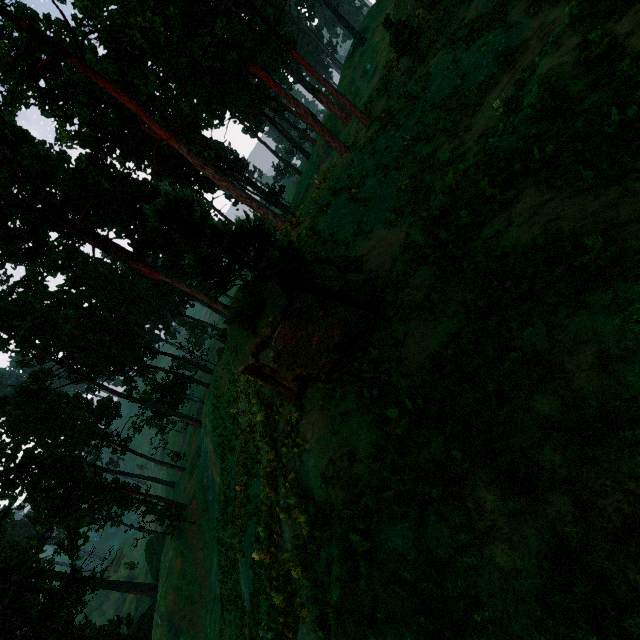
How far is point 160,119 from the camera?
25.0m

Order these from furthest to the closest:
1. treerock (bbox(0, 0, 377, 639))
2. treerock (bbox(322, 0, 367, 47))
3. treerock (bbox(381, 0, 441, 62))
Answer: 1. treerock (bbox(322, 0, 367, 47))
2. treerock (bbox(381, 0, 441, 62))
3. treerock (bbox(0, 0, 377, 639))

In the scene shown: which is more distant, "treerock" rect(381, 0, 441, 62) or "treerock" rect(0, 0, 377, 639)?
"treerock" rect(381, 0, 441, 62)

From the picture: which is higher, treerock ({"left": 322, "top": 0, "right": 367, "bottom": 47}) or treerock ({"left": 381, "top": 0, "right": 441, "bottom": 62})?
treerock ({"left": 322, "top": 0, "right": 367, "bottom": 47})

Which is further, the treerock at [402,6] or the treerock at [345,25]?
the treerock at [345,25]
